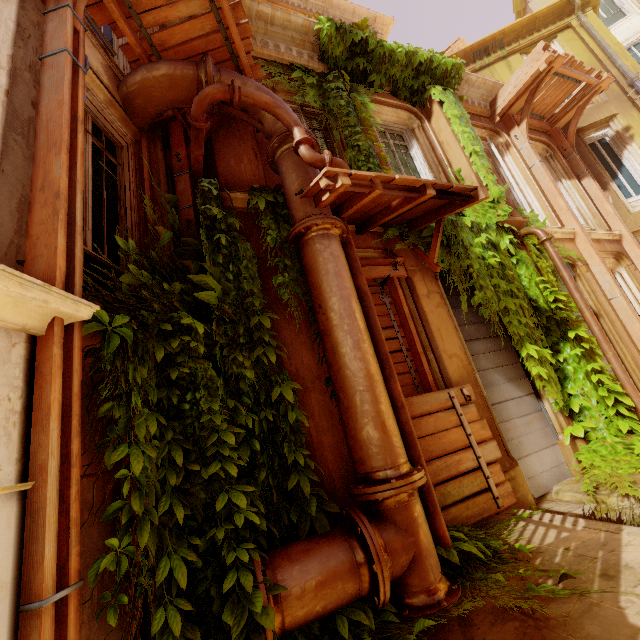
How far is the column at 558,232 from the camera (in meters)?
7.32

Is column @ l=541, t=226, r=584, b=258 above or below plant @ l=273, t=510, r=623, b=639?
above

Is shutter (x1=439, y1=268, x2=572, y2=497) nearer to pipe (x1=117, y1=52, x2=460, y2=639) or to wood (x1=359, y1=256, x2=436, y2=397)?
wood (x1=359, y1=256, x2=436, y2=397)

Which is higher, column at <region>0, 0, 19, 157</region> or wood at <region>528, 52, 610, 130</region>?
wood at <region>528, 52, 610, 130</region>

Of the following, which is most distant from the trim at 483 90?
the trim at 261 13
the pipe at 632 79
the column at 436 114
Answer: the trim at 261 13

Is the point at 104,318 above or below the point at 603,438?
above

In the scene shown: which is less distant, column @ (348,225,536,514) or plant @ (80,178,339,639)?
plant @ (80,178,339,639)

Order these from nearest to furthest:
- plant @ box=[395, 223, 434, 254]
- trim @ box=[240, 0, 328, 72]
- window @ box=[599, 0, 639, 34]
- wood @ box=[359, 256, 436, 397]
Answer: wood @ box=[359, 256, 436, 397]
plant @ box=[395, 223, 434, 254]
trim @ box=[240, 0, 328, 72]
window @ box=[599, 0, 639, 34]
